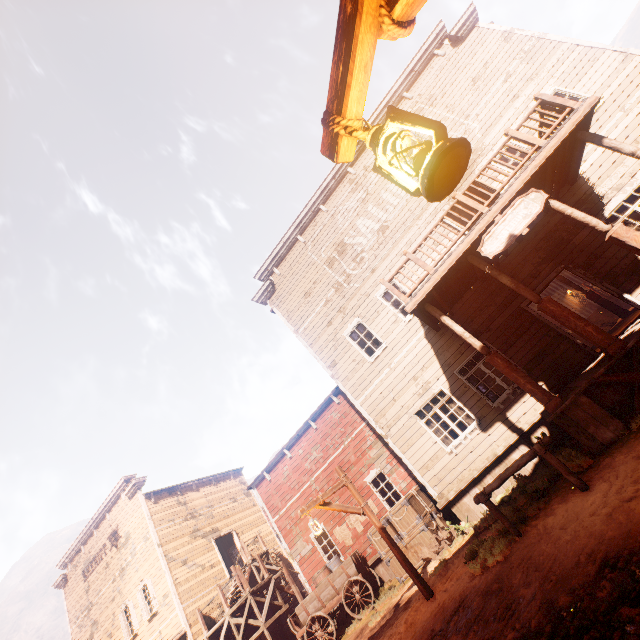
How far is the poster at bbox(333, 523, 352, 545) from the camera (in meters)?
14.05

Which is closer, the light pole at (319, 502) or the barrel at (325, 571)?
the light pole at (319, 502)

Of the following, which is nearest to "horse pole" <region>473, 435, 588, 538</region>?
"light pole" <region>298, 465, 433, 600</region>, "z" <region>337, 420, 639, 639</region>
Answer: "z" <region>337, 420, 639, 639</region>

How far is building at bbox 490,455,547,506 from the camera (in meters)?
8.47

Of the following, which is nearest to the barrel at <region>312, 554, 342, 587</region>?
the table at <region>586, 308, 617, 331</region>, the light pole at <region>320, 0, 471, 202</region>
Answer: the table at <region>586, 308, 617, 331</region>

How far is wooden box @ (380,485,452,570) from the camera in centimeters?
973cm

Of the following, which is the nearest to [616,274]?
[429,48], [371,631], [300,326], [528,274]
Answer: [528,274]

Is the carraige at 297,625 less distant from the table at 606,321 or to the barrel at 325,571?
the barrel at 325,571
